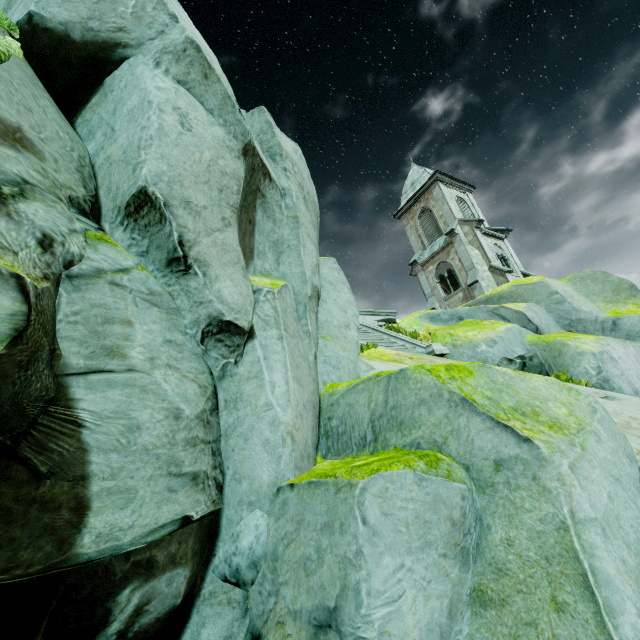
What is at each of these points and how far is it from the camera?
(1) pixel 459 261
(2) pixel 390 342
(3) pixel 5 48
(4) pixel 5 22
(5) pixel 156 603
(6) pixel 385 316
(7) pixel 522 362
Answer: (1) building, 25.36m
(2) stair, 11.22m
(3) plant, 1.85m
(4) plant, 1.88m
(5) rock, 2.09m
(6) wall trim, 18.89m
(7) plant, 8.63m

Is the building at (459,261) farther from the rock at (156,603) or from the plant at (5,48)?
the plant at (5,48)

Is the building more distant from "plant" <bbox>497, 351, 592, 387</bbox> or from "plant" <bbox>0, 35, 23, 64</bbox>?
"plant" <bbox>0, 35, 23, 64</bbox>

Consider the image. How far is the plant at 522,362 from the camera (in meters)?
7.95

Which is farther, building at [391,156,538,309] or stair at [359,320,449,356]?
building at [391,156,538,309]

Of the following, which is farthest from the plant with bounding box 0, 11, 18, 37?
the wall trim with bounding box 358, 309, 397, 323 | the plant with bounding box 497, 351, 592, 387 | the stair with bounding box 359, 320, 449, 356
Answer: the wall trim with bounding box 358, 309, 397, 323

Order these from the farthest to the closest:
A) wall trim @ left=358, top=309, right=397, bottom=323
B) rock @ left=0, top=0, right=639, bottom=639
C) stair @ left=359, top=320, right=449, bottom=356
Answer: wall trim @ left=358, top=309, right=397, bottom=323
stair @ left=359, top=320, right=449, bottom=356
rock @ left=0, top=0, right=639, bottom=639

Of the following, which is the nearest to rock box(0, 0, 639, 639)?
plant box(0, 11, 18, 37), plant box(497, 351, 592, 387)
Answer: plant box(0, 11, 18, 37)
